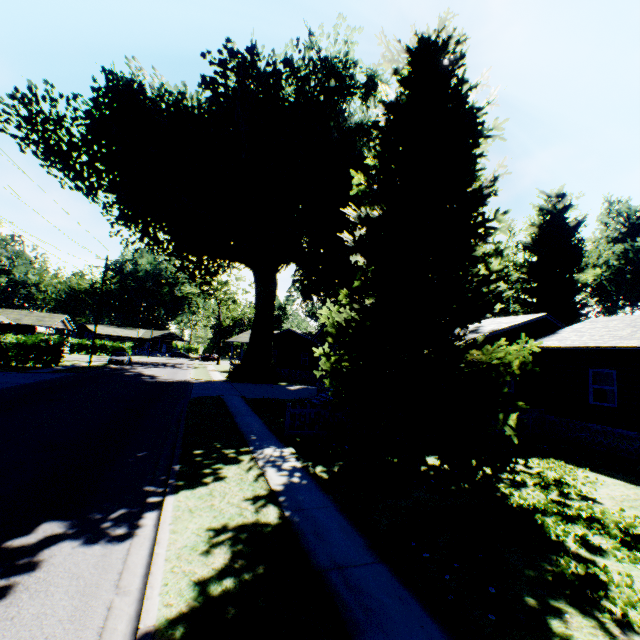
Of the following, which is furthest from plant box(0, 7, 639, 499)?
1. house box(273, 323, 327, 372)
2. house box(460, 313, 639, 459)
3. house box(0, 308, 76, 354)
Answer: house box(0, 308, 76, 354)

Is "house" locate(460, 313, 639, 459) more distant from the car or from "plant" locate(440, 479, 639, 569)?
the car

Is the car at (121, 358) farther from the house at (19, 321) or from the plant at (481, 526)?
the house at (19, 321)

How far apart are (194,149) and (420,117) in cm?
2131

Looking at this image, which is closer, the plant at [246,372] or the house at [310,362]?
the plant at [246,372]

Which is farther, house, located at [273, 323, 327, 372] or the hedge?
house, located at [273, 323, 327, 372]

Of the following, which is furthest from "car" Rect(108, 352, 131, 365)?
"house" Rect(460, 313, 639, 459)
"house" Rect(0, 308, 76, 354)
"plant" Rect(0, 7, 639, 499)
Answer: "house" Rect(460, 313, 639, 459)
